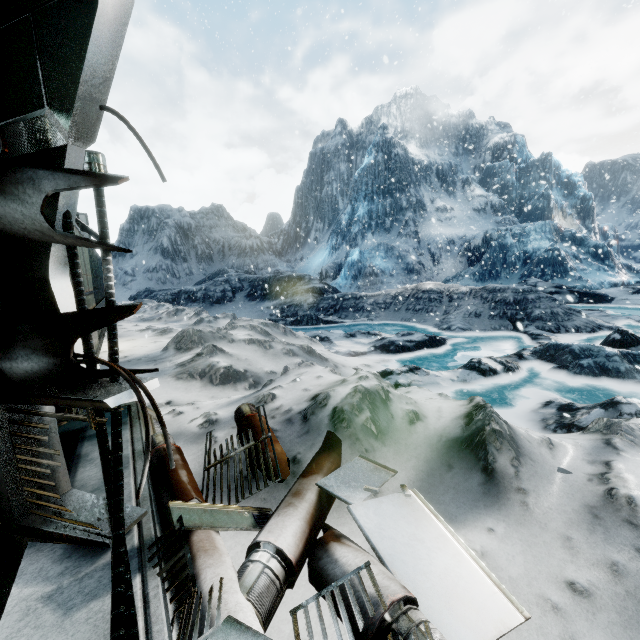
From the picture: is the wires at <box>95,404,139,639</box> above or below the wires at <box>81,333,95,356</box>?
below

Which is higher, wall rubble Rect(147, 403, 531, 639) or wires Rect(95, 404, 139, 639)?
wires Rect(95, 404, 139, 639)

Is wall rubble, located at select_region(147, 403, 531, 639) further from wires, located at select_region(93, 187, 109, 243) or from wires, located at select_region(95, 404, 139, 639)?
wires, located at select_region(93, 187, 109, 243)

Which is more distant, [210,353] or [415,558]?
[210,353]

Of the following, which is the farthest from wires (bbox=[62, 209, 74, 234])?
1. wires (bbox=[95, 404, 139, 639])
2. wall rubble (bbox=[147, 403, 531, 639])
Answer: wall rubble (bbox=[147, 403, 531, 639])

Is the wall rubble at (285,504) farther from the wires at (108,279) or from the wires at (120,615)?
the wires at (108,279)
